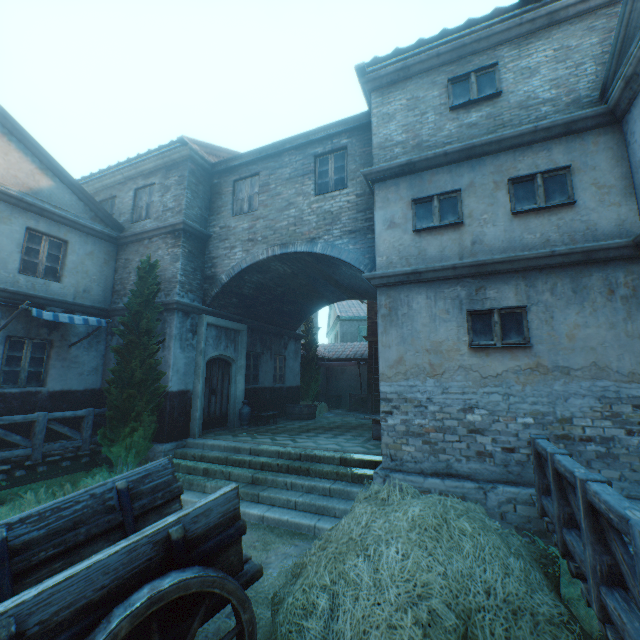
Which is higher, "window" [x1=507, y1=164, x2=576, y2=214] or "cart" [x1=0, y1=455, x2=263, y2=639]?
"window" [x1=507, y1=164, x2=576, y2=214]

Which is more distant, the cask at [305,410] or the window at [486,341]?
the cask at [305,410]

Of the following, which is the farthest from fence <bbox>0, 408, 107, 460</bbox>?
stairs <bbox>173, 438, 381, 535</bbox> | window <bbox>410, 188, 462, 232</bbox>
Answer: window <bbox>410, 188, 462, 232</bbox>

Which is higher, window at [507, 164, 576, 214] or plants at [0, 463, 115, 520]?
window at [507, 164, 576, 214]

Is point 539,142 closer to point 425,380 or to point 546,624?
point 425,380

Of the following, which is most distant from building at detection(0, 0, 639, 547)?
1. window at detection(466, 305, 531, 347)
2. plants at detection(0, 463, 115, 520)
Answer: plants at detection(0, 463, 115, 520)

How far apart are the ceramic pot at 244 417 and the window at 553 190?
9.5m

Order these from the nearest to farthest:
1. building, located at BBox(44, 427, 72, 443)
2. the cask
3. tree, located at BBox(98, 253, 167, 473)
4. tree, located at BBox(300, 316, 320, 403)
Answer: tree, located at BBox(98, 253, 167, 473)
building, located at BBox(44, 427, 72, 443)
the cask
tree, located at BBox(300, 316, 320, 403)
